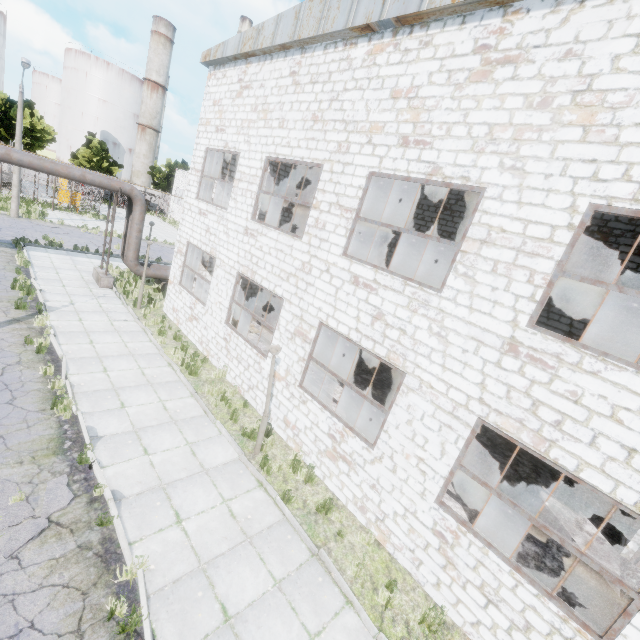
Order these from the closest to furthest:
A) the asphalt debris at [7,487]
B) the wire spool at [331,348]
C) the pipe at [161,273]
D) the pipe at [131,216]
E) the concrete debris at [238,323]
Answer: the asphalt debris at [7,487], the pipe at [131,216], the wire spool at [331,348], the concrete debris at [238,323], the pipe at [161,273]

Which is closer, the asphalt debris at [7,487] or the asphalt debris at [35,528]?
the asphalt debris at [35,528]

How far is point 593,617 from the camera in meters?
6.9 m

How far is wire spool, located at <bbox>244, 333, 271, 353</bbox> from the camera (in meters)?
12.98

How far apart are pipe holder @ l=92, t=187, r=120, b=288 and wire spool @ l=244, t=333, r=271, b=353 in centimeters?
859cm

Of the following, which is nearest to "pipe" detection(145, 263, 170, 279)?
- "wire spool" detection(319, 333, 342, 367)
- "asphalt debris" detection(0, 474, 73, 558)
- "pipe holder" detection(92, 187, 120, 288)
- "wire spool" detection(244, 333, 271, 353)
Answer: "pipe holder" detection(92, 187, 120, 288)

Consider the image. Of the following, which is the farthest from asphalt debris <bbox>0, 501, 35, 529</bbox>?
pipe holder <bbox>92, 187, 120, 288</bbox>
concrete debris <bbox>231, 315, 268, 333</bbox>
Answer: pipe holder <bbox>92, 187, 120, 288</bbox>

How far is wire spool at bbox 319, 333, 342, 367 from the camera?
14.42m
